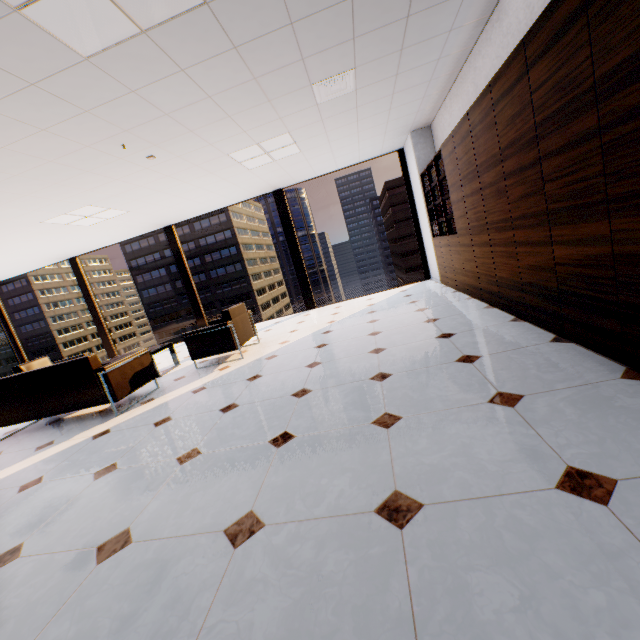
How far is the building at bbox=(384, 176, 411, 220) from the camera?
58.91m

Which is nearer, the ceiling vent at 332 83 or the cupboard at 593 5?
the cupboard at 593 5

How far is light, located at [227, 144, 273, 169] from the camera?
4.8 meters

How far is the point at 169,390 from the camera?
4.4 meters

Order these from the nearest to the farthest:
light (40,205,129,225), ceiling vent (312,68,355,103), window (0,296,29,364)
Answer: ceiling vent (312,68,355,103) < light (40,205,129,225) < window (0,296,29,364)

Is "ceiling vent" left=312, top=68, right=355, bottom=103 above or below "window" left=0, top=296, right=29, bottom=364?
above

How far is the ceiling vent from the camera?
3.5 meters

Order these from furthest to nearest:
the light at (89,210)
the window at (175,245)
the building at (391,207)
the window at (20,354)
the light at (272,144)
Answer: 1. the building at (391,207)
2. the window at (20,354)
3. the window at (175,245)
4. the light at (89,210)
5. the light at (272,144)
